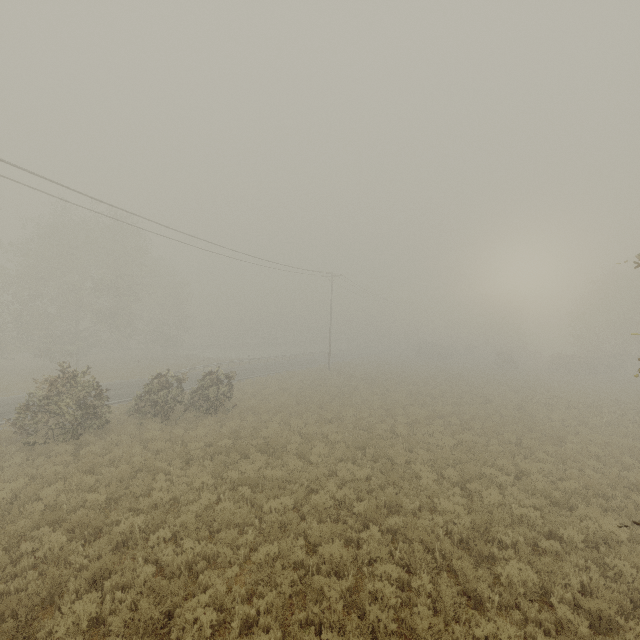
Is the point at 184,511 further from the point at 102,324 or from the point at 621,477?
the point at 102,324
